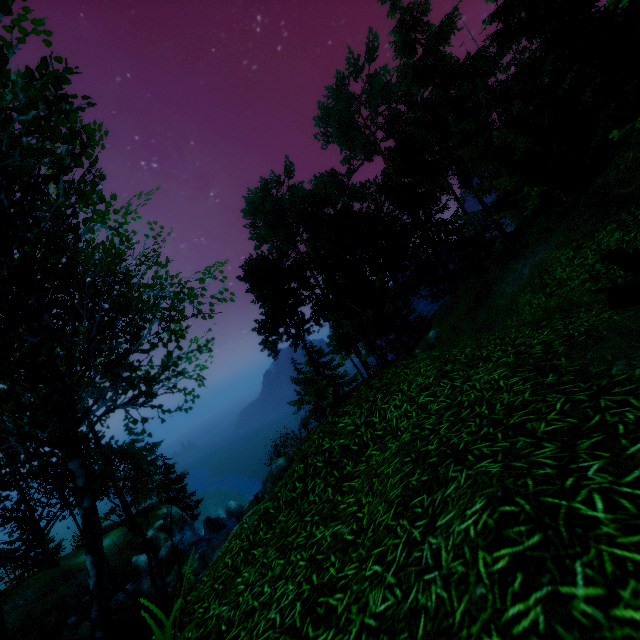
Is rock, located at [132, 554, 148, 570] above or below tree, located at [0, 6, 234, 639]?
below

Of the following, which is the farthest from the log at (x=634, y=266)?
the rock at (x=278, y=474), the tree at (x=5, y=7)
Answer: the rock at (x=278, y=474)

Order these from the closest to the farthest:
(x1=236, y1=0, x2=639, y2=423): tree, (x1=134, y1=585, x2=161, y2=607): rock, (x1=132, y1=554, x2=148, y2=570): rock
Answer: (x1=236, y1=0, x2=639, y2=423): tree, (x1=134, y1=585, x2=161, y2=607): rock, (x1=132, y1=554, x2=148, y2=570): rock

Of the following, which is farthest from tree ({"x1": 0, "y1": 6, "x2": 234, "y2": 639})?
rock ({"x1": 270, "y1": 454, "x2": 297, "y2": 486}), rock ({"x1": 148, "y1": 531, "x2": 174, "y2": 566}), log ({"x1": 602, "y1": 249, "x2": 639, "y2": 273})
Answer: rock ({"x1": 270, "y1": 454, "x2": 297, "y2": 486})

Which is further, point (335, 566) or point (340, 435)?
point (340, 435)

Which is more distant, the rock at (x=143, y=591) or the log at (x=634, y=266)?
Result: the rock at (x=143, y=591)

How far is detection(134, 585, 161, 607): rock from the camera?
20.0 meters
